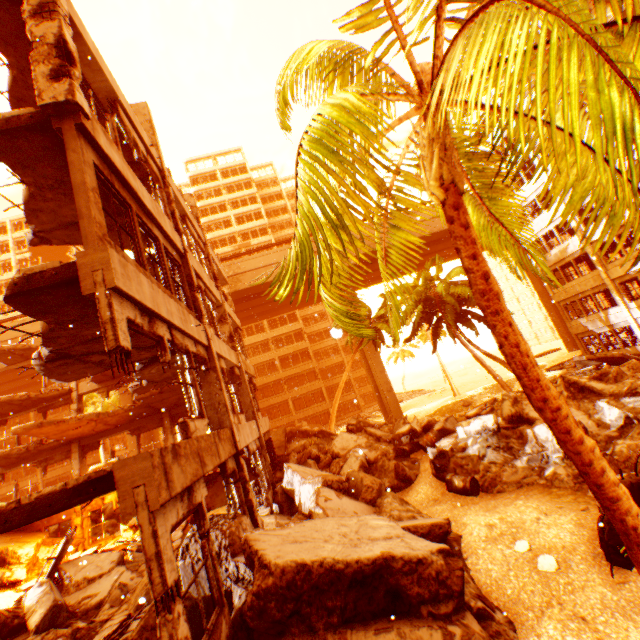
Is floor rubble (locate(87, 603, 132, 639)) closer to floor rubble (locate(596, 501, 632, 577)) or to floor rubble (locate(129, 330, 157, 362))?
floor rubble (locate(129, 330, 157, 362))

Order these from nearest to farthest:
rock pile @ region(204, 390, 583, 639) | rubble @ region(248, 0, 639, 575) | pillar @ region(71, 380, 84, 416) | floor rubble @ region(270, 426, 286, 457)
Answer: rubble @ region(248, 0, 639, 575) → rock pile @ region(204, 390, 583, 639) → pillar @ region(71, 380, 84, 416) → floor rubble @ region(270, 426, 286, 457)

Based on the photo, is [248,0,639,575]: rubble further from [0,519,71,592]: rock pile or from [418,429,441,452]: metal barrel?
[0,519,71,592]: rock pile

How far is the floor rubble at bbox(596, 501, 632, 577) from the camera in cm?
505

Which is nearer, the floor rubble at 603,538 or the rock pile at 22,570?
the floor rubble at 603,538

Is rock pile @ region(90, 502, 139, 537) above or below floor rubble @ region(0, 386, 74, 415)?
below

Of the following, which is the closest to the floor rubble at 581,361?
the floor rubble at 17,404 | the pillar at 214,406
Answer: the pillar at 214,406

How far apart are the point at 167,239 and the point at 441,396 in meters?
38.6 m
